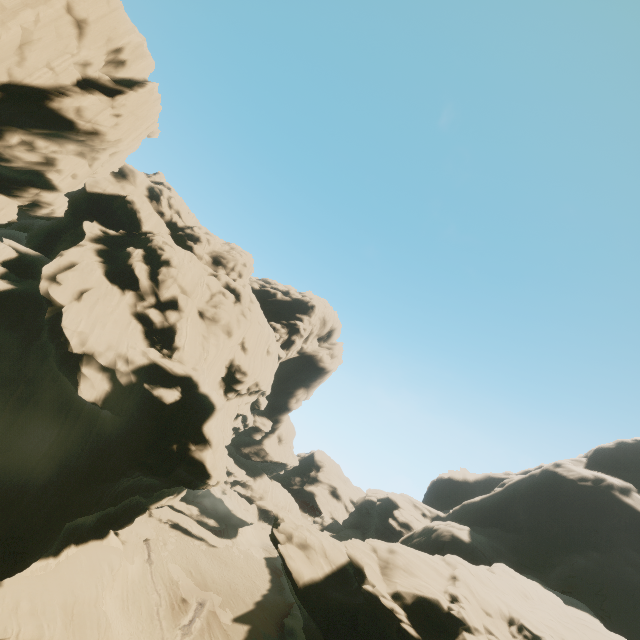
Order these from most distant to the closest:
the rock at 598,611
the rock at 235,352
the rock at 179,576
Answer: the rock at 179,576 → the rock at 235,352 → the rock at 598,611

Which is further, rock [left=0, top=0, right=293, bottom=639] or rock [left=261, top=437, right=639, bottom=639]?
rock [left=0, top=0, right=293, bottom=639]

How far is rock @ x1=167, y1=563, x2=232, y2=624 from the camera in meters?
37.7 m

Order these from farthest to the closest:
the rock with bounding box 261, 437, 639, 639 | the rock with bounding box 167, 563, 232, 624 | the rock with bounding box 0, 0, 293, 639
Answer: the rock with bounding box 167, 563, 232, 624
the rock with bounding box 0, 0, 293, 639
the rock with bounding box 261, 437, 639, 639

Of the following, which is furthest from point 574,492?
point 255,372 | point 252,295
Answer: point 252,295

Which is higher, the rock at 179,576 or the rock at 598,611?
the rock at 598,611
